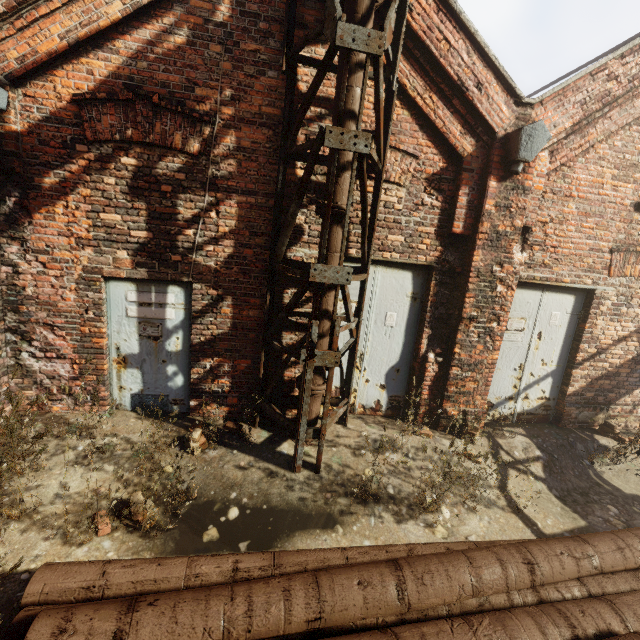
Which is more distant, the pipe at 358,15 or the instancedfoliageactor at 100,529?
the pipe at 358,15

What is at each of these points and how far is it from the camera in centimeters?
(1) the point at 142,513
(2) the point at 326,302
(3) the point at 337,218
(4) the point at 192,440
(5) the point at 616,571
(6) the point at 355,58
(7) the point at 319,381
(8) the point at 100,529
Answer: (1) instancedfoliageactor, 281cm
(2) pipe, 411cm
(3) pipe, 386cm
(4) instancedfoliageactor, 401cm
(5) pipe, 267cm
(6) pipe, 349cm
(7) pipe, 436cm
(8) instancedfoliageactor, 293cm

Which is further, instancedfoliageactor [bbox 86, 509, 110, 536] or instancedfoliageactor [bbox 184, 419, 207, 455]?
instancedfoliageactor [bbox 184, 419, 207, 455]

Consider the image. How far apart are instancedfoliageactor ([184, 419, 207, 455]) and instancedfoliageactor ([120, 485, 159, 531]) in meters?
0.9 m

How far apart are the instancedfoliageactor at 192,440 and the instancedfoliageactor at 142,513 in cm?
86

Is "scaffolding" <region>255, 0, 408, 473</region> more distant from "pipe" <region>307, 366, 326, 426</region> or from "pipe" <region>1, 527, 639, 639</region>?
"pipe" <region>1, 527, 639, 639</region>

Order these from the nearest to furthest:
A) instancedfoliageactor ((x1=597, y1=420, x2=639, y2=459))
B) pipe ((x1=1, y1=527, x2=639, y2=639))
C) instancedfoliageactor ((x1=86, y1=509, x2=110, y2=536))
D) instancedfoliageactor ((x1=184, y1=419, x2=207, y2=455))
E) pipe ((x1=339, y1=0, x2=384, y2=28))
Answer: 1. pipe ((x1=1, y1=527, x2=639, y2=639))
2. instancedfoliageactor ((x1=86, y1=509, x2=110, y2=536))
3. pipe ((x1=339, y1=0, x2=384, y2=28))
4. instancedfoliageactor ((x1=184, y1=419, x2=207, y2=455))
5. instancedfoliageactor ((x1=597, y1=420, x2=639, y2=459))
